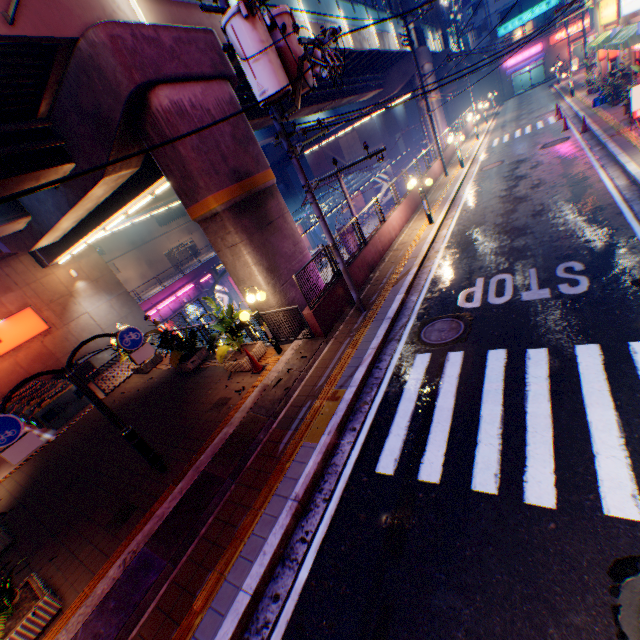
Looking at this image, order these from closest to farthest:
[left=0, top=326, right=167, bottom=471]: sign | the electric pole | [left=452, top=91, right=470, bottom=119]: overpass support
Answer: [left=0, top=326, right=167, bottom=471]: sign < the electric pole < [left=452, top=91, right=470, bottom=119]: overpass support

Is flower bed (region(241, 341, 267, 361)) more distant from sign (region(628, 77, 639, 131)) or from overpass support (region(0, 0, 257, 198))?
sign (region(628, 77, 639, 131))

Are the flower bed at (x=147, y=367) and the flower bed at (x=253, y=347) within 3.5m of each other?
no

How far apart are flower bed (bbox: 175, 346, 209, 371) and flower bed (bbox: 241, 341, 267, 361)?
2.2m

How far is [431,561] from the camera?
4.1m

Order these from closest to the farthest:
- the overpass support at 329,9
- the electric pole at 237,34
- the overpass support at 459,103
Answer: the electric pole at 237,34 < the overpass support at 329,9 < the overpass support at 459,103

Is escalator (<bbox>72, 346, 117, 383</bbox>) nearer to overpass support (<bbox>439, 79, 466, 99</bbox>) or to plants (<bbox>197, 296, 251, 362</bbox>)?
plants (<bbox>197, 296, 251, 362</bbox>)

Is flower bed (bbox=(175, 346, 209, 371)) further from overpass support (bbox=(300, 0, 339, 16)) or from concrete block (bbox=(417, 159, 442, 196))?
concrete block (bbox=(417, 159, 442, 196))
